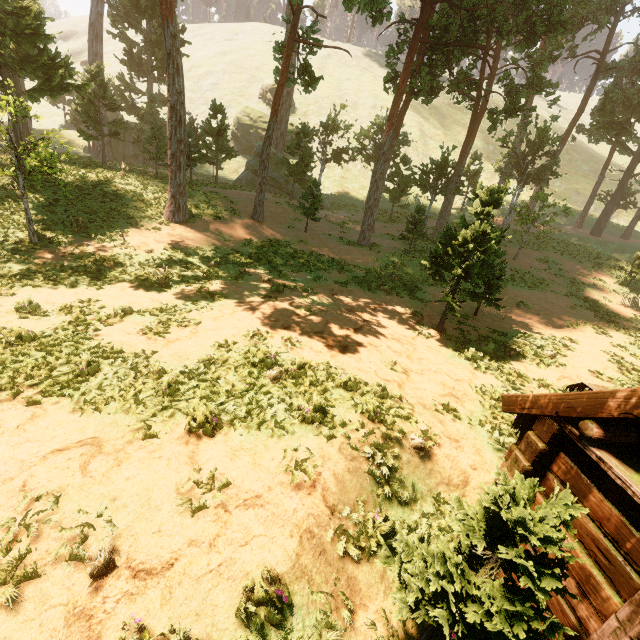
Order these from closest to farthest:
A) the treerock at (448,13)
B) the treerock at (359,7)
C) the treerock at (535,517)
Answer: the treerock at (535,517)
the treerock at (448,13)
the treerock at (359,7)

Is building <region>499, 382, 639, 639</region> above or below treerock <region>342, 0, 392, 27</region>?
below

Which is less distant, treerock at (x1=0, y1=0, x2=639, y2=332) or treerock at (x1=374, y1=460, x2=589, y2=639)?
treerock at (x1=374, y1=460, x2=589, y2=639)

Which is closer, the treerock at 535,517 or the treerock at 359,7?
the treerock at 535,517

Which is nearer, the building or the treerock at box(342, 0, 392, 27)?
the building

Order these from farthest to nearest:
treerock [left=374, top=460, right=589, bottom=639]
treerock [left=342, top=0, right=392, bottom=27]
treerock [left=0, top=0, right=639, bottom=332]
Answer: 1. treerock [left=342, top=0, right=392, bottom=27]
2. treerock [left=0, top=0, right=639, bottom=332]
3. treerock [left=374, top=460, right=589, bottom=639]

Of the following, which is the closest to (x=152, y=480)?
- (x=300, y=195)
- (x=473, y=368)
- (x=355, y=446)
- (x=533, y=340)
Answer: (x=355, y=446)
